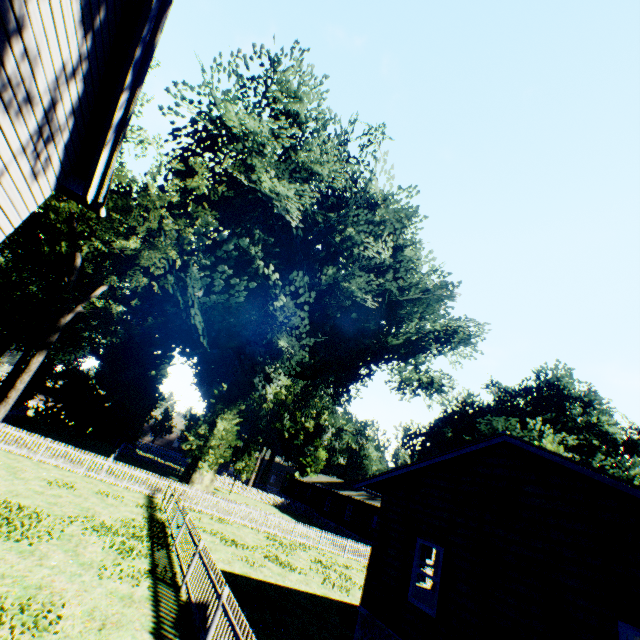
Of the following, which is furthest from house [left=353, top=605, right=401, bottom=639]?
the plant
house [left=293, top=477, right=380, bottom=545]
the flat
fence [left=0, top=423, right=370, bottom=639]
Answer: house [left=293, top=477, right=380, bottom=545]

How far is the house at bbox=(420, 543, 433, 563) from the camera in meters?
27.2

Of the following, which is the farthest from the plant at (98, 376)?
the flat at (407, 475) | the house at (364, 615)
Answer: the house at (364, 615)

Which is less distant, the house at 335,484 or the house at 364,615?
the house at 364,615

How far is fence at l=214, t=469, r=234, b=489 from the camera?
42.38m

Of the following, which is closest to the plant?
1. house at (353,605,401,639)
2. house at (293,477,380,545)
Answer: house at (293,477,380,545)

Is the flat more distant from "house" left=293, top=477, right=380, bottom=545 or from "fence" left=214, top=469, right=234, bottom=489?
"house" left=293, top=477, right=380, bottom=545

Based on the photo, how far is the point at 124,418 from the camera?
34.7m
